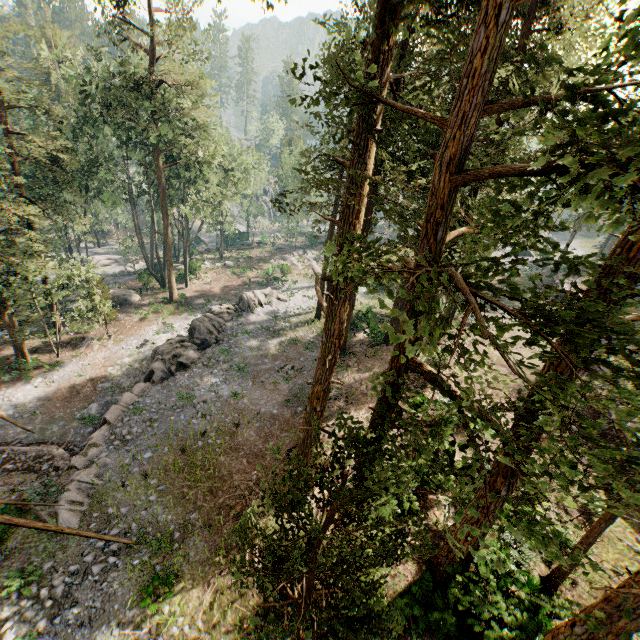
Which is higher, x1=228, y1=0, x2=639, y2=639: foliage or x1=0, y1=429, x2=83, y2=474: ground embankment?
x1=228, y1=0, x2=639, y2=639: foliage

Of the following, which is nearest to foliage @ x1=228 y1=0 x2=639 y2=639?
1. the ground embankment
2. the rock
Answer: the ground embankment

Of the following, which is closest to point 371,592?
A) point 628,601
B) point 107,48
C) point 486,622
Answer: point 486,622

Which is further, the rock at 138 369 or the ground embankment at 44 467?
the ground embankment at 44 467

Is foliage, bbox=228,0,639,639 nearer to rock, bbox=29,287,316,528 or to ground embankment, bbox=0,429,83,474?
ground embankment, bbox=0,429,83,474

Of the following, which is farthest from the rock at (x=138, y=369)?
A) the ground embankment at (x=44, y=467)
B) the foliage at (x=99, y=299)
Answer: the foliage at (x=99, y=299)
